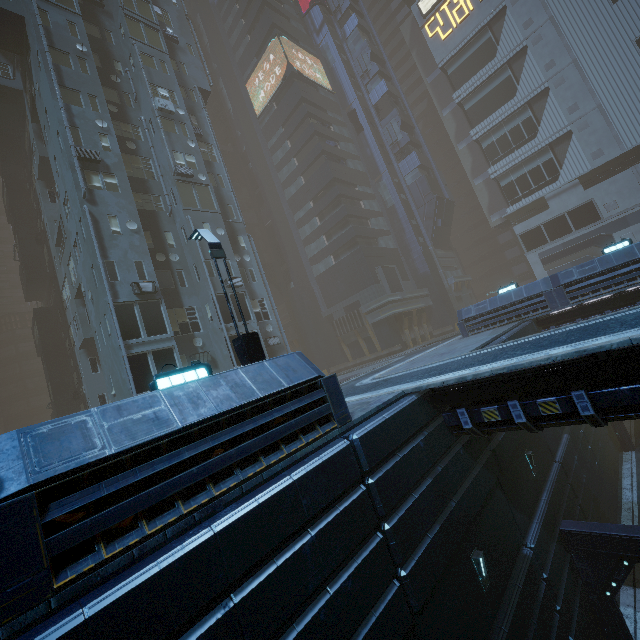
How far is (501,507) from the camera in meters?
10.2

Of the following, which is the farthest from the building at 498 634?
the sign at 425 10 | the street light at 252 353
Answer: the street light at 252 353

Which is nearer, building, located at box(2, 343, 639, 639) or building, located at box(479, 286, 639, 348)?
building, located at box(2, 343, 639, 639)

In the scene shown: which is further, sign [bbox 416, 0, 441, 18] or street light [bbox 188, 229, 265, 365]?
sign [bbox 416, 0, 441, 18]

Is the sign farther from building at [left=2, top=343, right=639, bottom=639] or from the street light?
the street light

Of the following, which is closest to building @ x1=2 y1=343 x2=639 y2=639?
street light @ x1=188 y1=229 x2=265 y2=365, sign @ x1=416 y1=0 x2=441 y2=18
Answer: sign @ x1=416 y1=0 x2=441 y2=18

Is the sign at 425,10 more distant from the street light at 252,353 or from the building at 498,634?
the street light at 252,353
